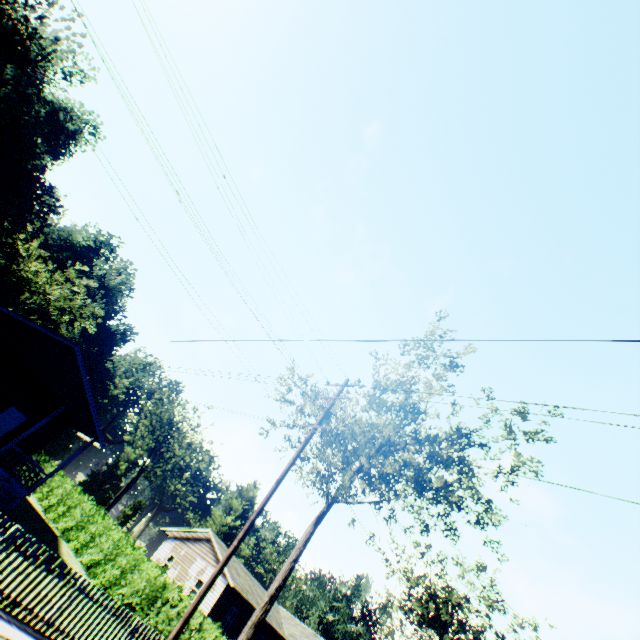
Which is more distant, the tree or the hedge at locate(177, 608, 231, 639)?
the tree

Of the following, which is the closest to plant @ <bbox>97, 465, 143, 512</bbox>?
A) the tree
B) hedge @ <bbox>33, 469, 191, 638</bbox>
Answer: the tree

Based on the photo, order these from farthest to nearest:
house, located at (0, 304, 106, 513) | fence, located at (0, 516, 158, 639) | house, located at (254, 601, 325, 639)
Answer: house, located at (254, 601, 325, 639) → house, located at (0, 304, 106, 513) → fence, located at (0, 516, 158, 639)

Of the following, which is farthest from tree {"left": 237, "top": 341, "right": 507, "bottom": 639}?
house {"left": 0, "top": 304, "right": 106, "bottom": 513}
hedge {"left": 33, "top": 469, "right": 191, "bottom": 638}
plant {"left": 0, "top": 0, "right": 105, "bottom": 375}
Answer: plant {"left": 0, "top": 0, "right": 105, "bottom": 375}

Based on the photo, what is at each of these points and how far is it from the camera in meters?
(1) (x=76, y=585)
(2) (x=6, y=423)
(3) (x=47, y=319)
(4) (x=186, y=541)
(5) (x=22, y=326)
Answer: (1) fence, 8.8 m
(2) door, 19.1 m
(3) plant, 55.2 m
(4) house, 31.7 m
(5) house, 16.1 m

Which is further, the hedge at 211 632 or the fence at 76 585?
the hedge at 211 632

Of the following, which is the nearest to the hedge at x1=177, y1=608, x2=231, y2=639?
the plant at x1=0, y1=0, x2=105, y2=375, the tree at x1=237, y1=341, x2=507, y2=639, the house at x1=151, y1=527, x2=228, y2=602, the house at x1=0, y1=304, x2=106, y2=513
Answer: the tree at x1=237, y1=341, x2=507, y2=639

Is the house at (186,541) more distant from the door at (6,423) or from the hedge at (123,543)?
the door at (6,423)
